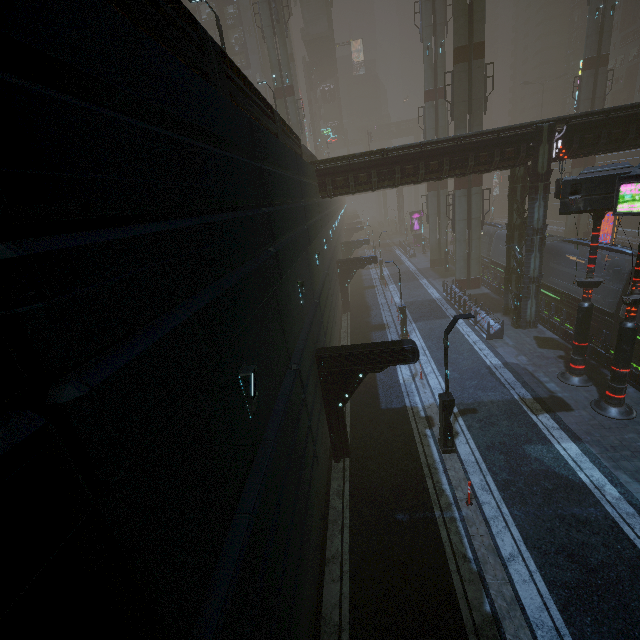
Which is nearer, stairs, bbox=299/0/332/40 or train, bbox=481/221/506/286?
train, bbox=481/221/506/286

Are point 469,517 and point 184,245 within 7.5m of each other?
no

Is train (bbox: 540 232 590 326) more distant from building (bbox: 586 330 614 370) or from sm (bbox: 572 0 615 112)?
sm (bbox: 572 0 615 112)

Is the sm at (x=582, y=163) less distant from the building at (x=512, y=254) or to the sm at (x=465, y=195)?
the building at (x=512, y=254)

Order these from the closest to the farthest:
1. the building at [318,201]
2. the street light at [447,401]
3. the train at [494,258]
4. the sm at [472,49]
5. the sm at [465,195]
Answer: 1. the building at [318,201]
2. the street light at [447,401]
3. the sm at [472,49]
4. the sm at [465,195]
5. the train at [494,258]

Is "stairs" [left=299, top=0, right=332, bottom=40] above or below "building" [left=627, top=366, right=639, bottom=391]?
→ above

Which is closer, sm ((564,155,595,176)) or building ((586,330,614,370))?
building ((586,330,614,370))

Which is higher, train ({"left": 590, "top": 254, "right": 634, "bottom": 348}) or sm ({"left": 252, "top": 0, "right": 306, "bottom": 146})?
sm ({"left": 252, "top": 0, "right": 306, "bottom": 146})
